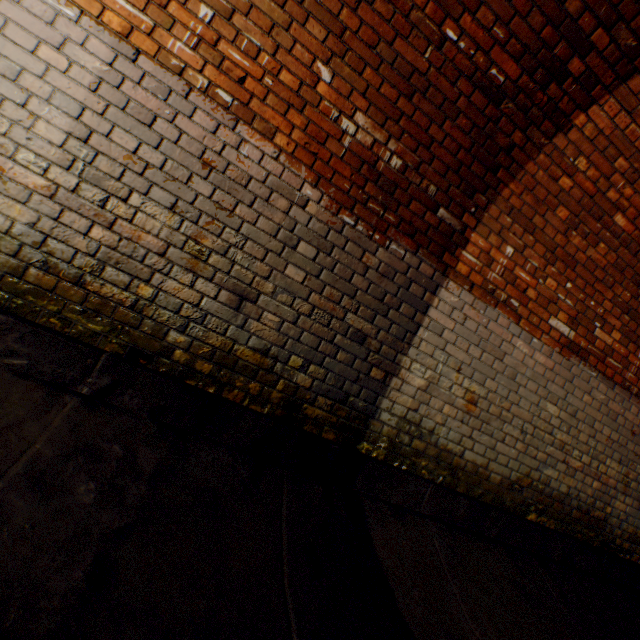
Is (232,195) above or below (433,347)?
above
